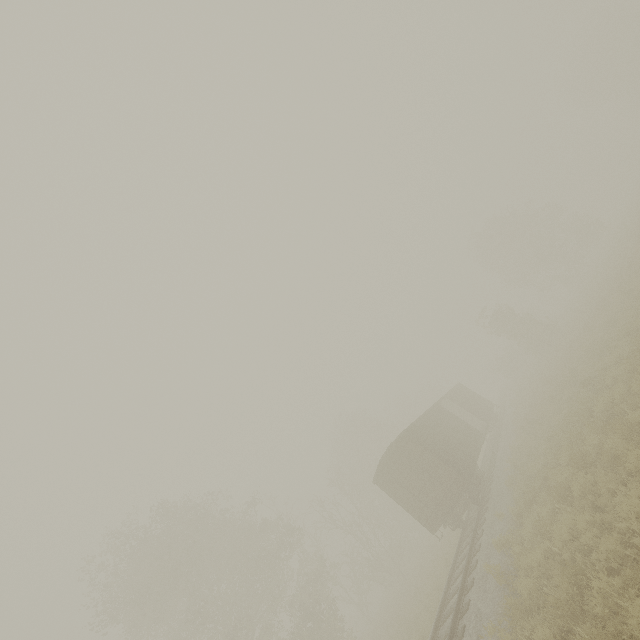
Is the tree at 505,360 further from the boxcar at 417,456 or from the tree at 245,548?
the boxcar at 417,456

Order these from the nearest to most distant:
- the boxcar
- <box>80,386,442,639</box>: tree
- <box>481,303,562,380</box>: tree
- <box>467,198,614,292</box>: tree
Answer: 1. the boxcar
2. <box>80,386,442,639</box>: tree
3. <box>481,303,562,380</box>: tree
4. <box>467,198,614,292</box>: tree

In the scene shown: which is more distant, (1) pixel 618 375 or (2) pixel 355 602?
(2) pixel 355 602

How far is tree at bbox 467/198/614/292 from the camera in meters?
37.6 m

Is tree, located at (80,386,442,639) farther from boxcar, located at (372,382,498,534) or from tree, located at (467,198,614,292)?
tree, located at (467,198,614,292)

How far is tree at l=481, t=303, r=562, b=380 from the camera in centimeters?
3059cm

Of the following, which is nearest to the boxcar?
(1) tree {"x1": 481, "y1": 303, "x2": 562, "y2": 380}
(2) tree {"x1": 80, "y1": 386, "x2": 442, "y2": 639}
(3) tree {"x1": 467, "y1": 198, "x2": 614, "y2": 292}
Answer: (1) tree {"x1": 481, "y1": 303, "x2": 562, "y2": 380}

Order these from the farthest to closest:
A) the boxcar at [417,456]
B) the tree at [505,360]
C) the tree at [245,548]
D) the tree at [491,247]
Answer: the tree at [491,247]
the tree at [505,360]
the tree at [245,548]
the boxcar at [417,456]
